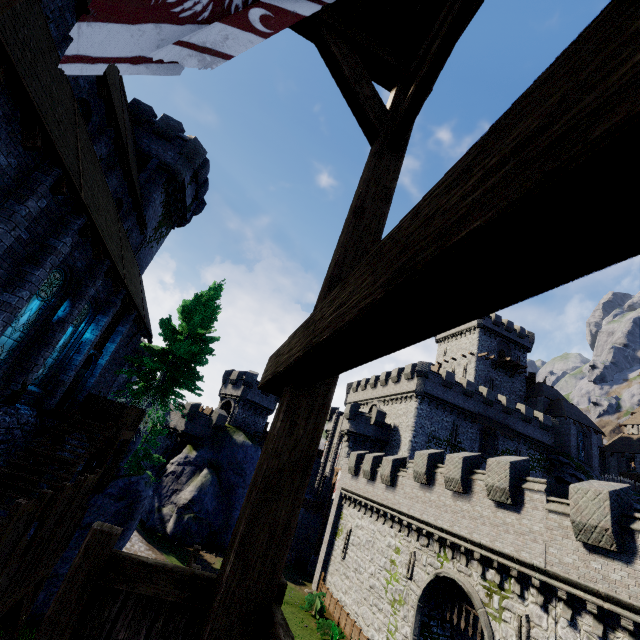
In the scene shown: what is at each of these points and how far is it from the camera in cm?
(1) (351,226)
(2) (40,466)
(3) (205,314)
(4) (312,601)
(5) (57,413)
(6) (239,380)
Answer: (1) walkway, 302
(2) stairs, 1040
(3) tree, 2161
(4) bush, 2344
(5) walkway, 1304
(6) building tower, 4203

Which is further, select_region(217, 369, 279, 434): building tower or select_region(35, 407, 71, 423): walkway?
select_region(217, 369, 279, 434): building tower

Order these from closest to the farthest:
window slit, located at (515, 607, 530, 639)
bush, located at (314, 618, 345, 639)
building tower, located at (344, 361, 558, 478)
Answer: window slit, located at (515, 607, 530, 639) → bush, located at (314, 618, 345, 639) → building tower, located at (344, 361, 558, 478)

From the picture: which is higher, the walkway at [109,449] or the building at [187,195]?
the building at [187,195]

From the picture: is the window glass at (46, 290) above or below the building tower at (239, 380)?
below

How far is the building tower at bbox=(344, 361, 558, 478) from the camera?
35.5m

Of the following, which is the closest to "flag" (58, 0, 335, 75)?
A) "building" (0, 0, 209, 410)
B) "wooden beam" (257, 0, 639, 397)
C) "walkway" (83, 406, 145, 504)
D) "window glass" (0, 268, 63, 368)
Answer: "wooden beam" (257, 0, 639, 397)

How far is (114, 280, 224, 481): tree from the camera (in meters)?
19.36
